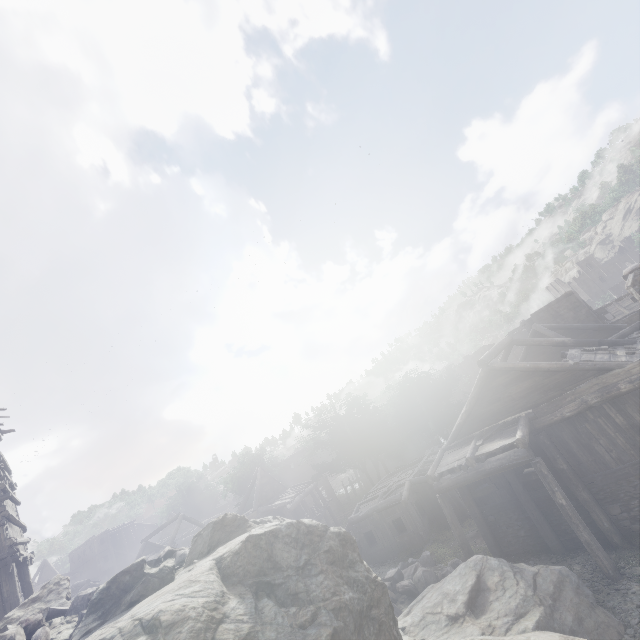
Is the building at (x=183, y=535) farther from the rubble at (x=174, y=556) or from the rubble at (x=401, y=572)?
the rubble at (x=174, y=556)

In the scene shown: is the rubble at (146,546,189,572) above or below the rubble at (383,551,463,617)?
above

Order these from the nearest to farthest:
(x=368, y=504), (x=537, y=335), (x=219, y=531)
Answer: (x=219, y=531)
(x=368, y=504)
(x=537, y=335)

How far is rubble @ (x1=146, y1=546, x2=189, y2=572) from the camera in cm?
814

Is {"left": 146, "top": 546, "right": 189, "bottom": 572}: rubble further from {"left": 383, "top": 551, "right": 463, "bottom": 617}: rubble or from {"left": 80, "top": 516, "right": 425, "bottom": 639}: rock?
{"left": 383, "top": 551, "right": 463, "bottom": 617}: rubble

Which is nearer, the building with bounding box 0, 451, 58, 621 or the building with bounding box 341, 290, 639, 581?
the building with bounding box 0, 451, 58, 621

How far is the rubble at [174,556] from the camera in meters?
8.1

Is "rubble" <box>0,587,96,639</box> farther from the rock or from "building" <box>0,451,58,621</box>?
"building" <box>0,451,58,621</box>
